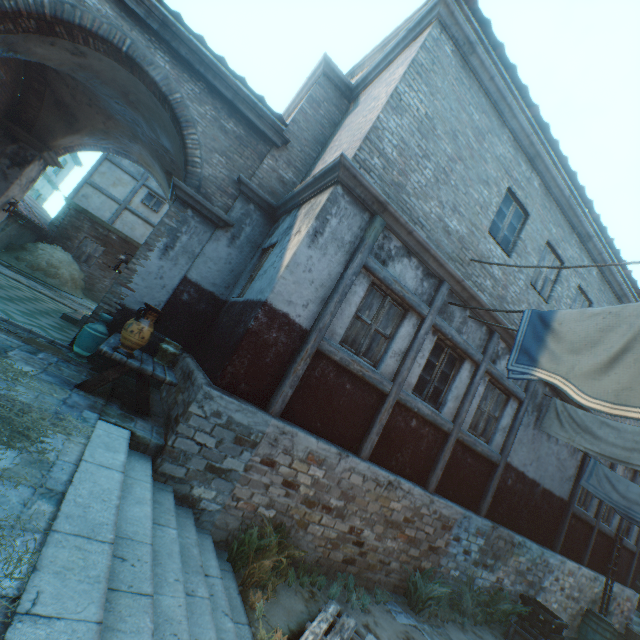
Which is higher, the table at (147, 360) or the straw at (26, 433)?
the table at (147, 360)

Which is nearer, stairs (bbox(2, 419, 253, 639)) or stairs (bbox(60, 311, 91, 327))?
stairs (bbox(2, 419, 253, 639))

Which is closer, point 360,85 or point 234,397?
point 234,397

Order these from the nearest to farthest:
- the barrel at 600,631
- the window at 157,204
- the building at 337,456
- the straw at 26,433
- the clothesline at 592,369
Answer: the straw at 26,433 → the clothesline at 592,369 → the building at 337,456 → the barrel at 600,631 → the window at 157,204

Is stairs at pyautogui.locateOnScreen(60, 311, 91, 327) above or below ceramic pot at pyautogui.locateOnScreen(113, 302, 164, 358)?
below

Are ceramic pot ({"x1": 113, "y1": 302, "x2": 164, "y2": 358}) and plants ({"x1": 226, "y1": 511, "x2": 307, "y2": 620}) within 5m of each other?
yes

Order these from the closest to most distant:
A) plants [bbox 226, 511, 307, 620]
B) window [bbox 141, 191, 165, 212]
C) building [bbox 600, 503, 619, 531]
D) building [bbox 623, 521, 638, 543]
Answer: plants [bbox 226, 511, 307, 620], building [bbox 600, 503, 619, 531], building [bbox 623, 521, 638, 543], window [bbox 141, 191, 165, 212]

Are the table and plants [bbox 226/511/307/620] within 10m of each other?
yes
